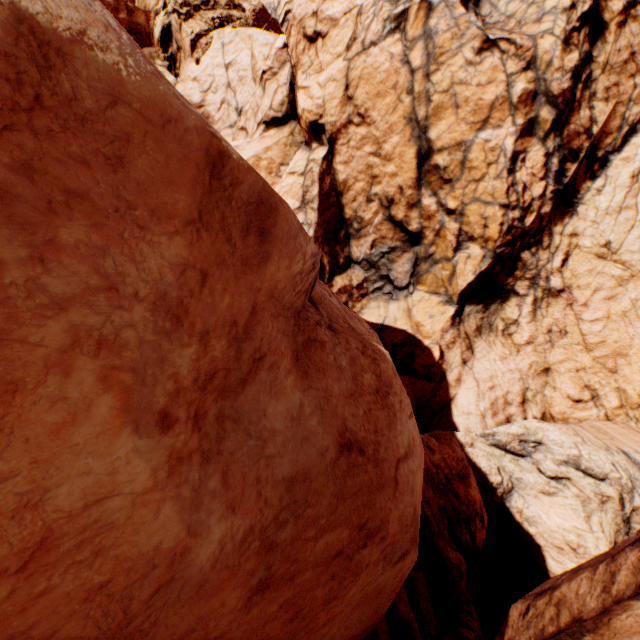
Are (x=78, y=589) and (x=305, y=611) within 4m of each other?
yes
